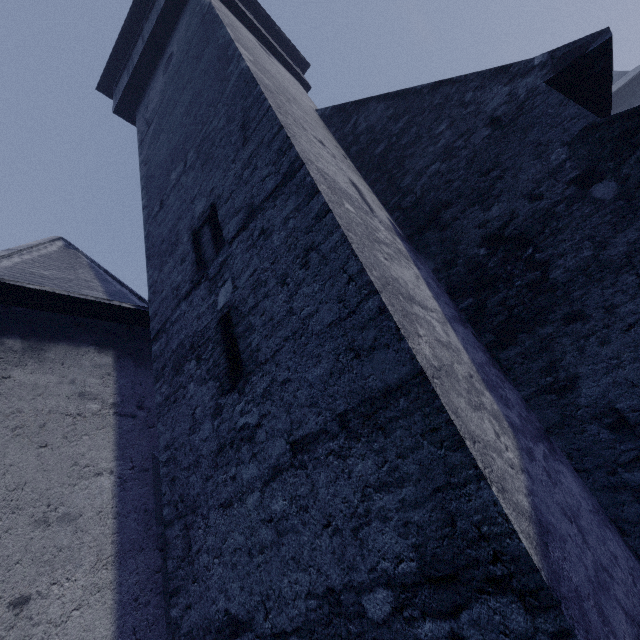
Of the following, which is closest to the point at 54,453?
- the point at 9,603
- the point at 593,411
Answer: the point at 9,603
